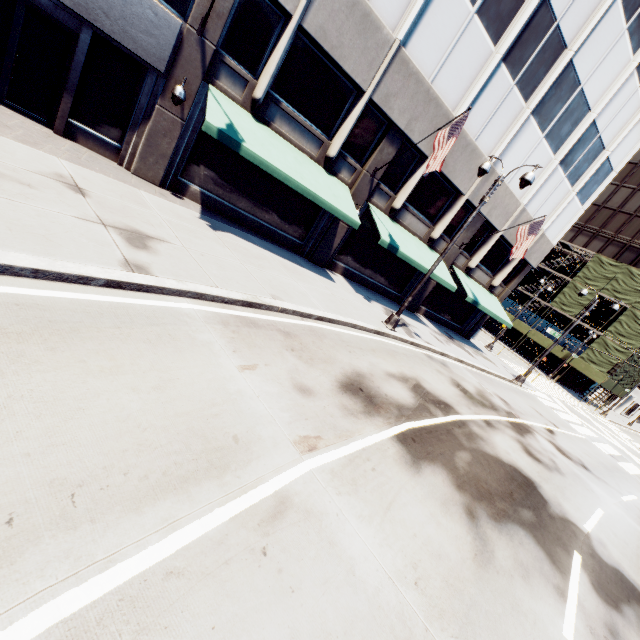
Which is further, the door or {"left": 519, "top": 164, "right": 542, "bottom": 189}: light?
{"left": 519, "top": 164, "right": 542, "bottom": 189}: light

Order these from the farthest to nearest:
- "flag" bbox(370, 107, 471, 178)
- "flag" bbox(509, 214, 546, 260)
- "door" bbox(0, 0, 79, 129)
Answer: "flag" bbox(509, 214, 546, 260) → "flag" bbox(370, 107, 471, 178) → "door" bbox(0, 0, 79, 129)

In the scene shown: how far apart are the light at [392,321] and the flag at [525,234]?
6.34m

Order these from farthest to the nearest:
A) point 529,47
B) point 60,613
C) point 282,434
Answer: point 529,47 < point 282,434 < point 60,613

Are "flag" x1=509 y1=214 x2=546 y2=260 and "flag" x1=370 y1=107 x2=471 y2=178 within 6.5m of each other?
no

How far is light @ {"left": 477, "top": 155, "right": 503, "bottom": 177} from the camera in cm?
1178

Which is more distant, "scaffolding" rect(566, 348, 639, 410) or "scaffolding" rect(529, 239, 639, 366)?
"scaffolding" rect(566, 348, 639, 410)

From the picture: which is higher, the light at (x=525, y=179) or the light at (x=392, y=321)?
the light at (x=525, y=179)
